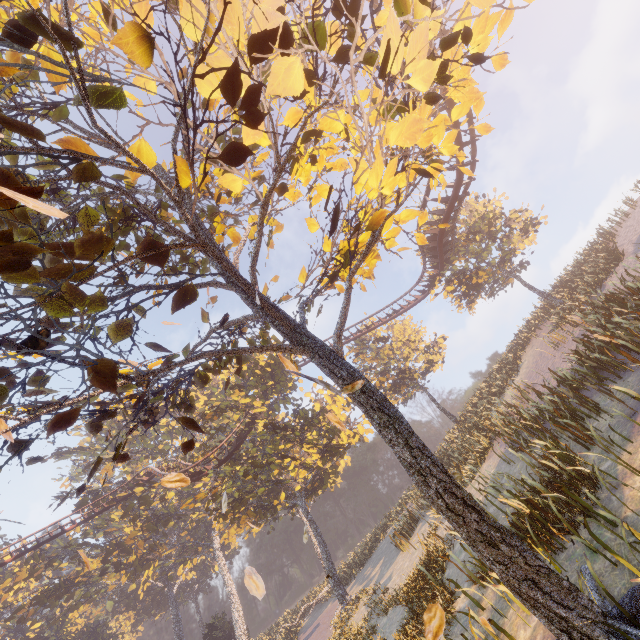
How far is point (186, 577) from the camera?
50.4 meters

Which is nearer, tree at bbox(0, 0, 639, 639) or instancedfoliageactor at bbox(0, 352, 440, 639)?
tree at bbox(0, 0, 639, 639)

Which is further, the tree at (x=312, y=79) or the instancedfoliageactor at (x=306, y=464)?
the instancedfoliageactor at (x=306, y=464)

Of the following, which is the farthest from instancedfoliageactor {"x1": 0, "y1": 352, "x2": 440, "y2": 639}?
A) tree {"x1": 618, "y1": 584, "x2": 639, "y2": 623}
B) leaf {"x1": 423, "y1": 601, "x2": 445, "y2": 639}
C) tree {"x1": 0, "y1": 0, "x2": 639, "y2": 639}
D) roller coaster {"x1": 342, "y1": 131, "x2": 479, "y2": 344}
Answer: tree {"x1": 618, "y1": 584, "x2": 639, "y2": 623}

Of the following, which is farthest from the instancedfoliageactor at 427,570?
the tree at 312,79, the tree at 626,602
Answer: the tree at 626,602

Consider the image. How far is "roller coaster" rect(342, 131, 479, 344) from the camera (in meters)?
15.32

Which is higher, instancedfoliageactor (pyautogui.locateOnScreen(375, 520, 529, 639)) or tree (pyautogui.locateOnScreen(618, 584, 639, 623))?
instancedfoliageactor (pyautogui.locateOnScreen(375, 520, 529, 639))

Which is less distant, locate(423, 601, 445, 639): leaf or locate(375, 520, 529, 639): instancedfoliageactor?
locate(423, 601, 445, 639): leaf
